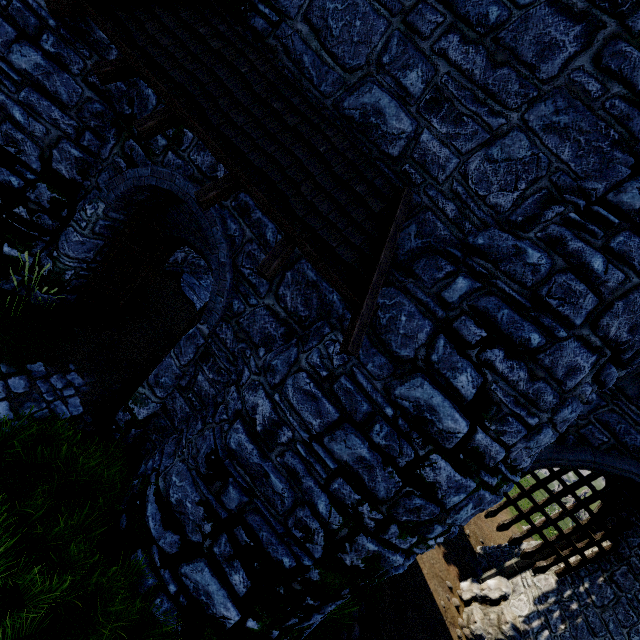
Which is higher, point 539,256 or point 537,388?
point 539,256

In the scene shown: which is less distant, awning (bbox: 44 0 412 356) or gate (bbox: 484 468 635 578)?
awning (bbox: 44 0 412 356)

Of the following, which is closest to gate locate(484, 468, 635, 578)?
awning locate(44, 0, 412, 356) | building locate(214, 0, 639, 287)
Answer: building locate(214, 0, 639, 287)

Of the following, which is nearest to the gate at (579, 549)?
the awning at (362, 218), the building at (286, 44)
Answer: the building at (286, 44)

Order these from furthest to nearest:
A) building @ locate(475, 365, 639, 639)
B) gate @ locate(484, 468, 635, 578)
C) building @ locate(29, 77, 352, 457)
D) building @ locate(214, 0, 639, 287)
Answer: gate @ locate(484, 468, 635, 578)
building @ locate(475, 365, 639, 639)
building @ locate(29, 77, 352, 457)
building @ locate(214, 0, 639, 287)

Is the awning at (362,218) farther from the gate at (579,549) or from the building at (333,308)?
the gate at (579,549)

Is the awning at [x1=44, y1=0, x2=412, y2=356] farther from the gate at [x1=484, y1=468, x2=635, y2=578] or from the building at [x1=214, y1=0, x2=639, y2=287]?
the gate at [x1=484, y1=468, x2=635, y2=578]
